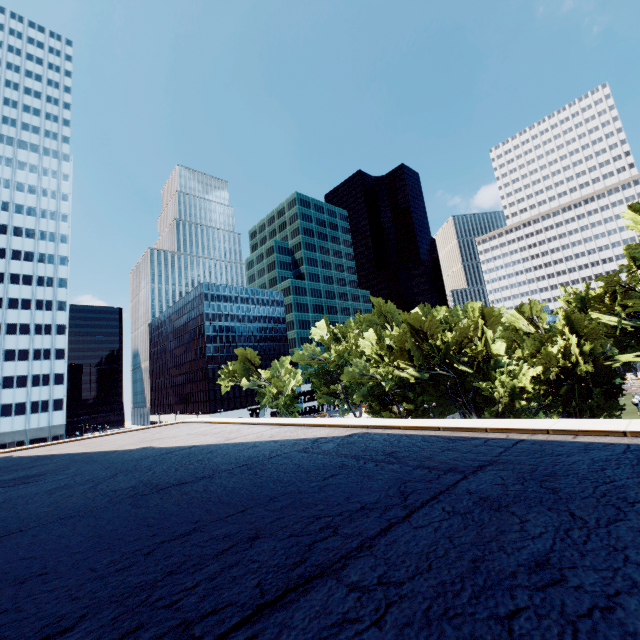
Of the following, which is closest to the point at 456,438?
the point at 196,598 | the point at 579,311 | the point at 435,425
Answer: the point at 435,425

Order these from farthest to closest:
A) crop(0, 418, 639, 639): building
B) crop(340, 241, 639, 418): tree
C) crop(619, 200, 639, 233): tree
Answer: crop(340, 241, 639, 418): tree → crop(619, 200, 639, 233): tree → crop(0, 418, 639, 639): building

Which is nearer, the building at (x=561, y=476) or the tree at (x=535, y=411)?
the building at (x=561, y=476)

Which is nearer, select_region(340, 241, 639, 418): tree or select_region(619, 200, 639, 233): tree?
select_region(619, 200, 639, 233): tree

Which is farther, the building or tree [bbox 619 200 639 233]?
tree [bbox 619 200 639 233]

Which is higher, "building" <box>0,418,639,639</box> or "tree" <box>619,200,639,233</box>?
"tree" <box>619,200,639,233</box>

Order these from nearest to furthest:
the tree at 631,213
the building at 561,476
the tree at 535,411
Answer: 1. the building at 561,476
2. the tree at 631,213
3. the tree at 535,411
